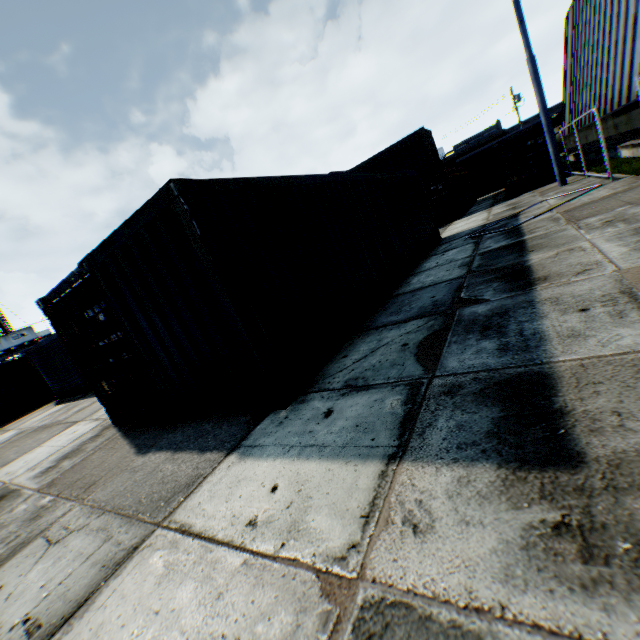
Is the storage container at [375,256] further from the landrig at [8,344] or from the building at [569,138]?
the landrig at [8,344]

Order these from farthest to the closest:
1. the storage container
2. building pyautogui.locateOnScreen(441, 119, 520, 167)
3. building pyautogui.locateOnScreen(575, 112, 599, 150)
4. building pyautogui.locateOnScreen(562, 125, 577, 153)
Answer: building pyautogui.locateOnScreen(441, 119, 520, 167) → building pyautogui.locateOnScreen(562, 125, 577, 153) → building pyautogui.locateOnScreen(575, 112, 599, 150) → the storage container

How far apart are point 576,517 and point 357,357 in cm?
331

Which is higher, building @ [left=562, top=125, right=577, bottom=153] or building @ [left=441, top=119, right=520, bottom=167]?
building @ [left=441, top=119, right=520, bottom=167]

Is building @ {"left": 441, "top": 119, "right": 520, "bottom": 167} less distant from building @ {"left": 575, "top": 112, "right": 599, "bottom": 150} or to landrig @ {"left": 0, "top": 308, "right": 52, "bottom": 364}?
building @ {"left": 575, "top": 112, "right": 599, "bottom": 150}

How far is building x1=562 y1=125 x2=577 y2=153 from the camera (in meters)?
26.20

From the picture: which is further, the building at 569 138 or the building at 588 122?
the building at 569 138

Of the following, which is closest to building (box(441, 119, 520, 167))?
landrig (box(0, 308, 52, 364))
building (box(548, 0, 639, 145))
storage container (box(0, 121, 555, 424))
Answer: building (box(548, 0, 639, 145))
